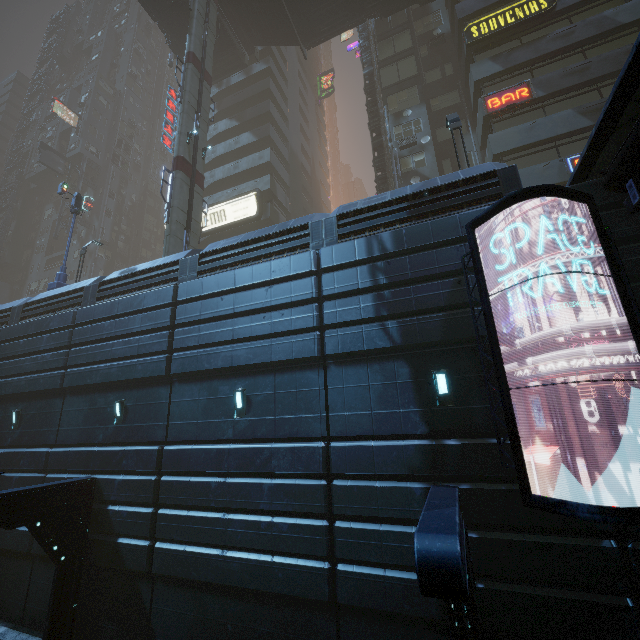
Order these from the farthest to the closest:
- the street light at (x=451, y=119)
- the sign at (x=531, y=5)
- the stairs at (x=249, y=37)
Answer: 1. the stairs at (x=249, y=37)
2. the sign at (x=531, y=5)
3. the street light at (x=451, y=119)

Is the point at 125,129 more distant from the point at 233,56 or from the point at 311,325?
the point at 311,325

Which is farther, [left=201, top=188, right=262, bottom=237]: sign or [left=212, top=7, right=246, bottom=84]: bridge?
[left=212, top=7, right=246, bottom=84]: bridge

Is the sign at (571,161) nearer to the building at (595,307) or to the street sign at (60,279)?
the building at (595,307)

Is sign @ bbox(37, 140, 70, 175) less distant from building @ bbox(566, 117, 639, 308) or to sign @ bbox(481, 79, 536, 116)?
building @ bbox(566, 117, 639, 308)

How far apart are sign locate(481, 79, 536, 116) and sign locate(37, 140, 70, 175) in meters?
49.7

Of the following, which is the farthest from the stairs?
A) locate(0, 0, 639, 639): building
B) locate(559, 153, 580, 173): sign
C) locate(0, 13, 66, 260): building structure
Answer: locate(0, 13, 66, 260): building structure

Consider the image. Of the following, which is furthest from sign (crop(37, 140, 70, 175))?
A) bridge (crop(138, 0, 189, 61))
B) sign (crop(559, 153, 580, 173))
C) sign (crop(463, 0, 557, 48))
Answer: sign (crop(559, 153, 580, 173))
